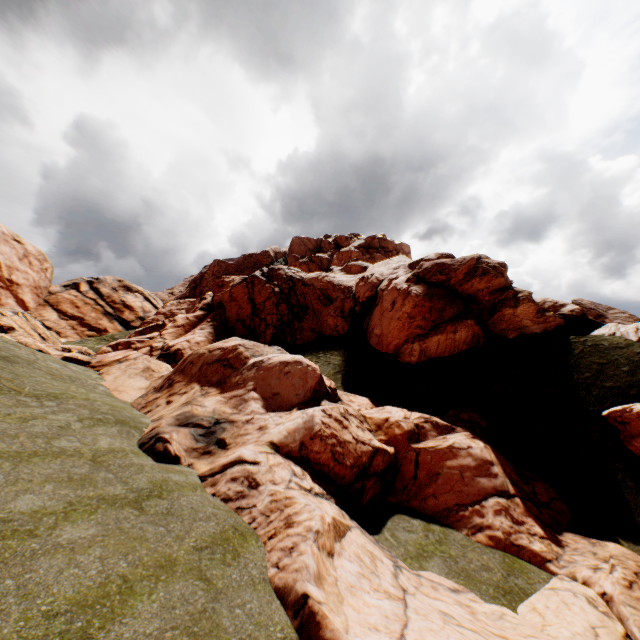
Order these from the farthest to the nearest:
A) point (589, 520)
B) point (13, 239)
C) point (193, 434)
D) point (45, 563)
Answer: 1. point (13, 239)
2. point (589, 520)
3. point (193, 434)
4. point (45, 563)

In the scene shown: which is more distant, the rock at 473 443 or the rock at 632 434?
the rock at 632 434

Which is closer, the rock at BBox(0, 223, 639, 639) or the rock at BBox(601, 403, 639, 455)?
the rock at BBox(0, 223, 639, 639)
